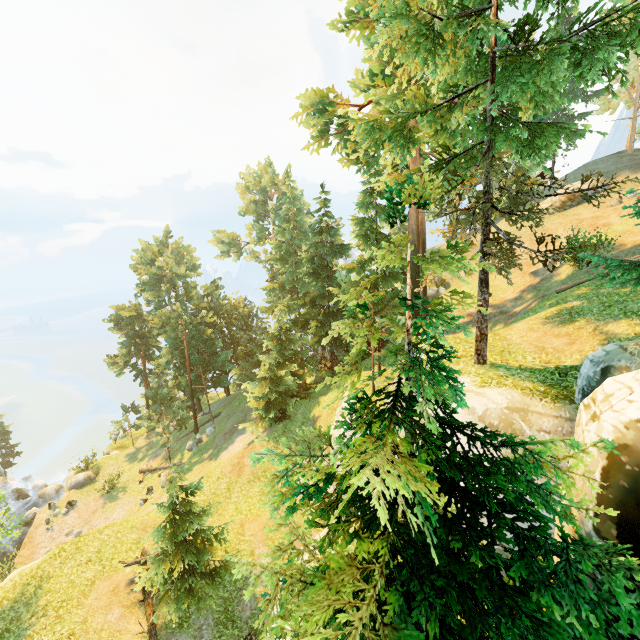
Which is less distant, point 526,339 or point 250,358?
point 526,339

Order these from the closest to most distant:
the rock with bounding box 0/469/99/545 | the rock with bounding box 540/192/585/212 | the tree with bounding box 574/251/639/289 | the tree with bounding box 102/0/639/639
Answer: the tree with bounding box 102/0/639/639
the tree with bounding box 574/251/639/289
the rock with bounding box 540/192/585/212
the rock with bounding box 0/469/99/545

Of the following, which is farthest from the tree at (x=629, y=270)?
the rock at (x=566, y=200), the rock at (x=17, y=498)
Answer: the rock at (x=566, y=200)

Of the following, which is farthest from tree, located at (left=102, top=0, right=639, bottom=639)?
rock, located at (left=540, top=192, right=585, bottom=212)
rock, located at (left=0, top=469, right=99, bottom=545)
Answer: rock, located at (left=540, top=192, right=585, bottom=212)

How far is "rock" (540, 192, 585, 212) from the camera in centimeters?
2898cm

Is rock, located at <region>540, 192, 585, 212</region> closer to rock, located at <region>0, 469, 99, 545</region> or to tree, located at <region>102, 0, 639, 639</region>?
tree, located at <region>102, 0, 639, 639</region>
